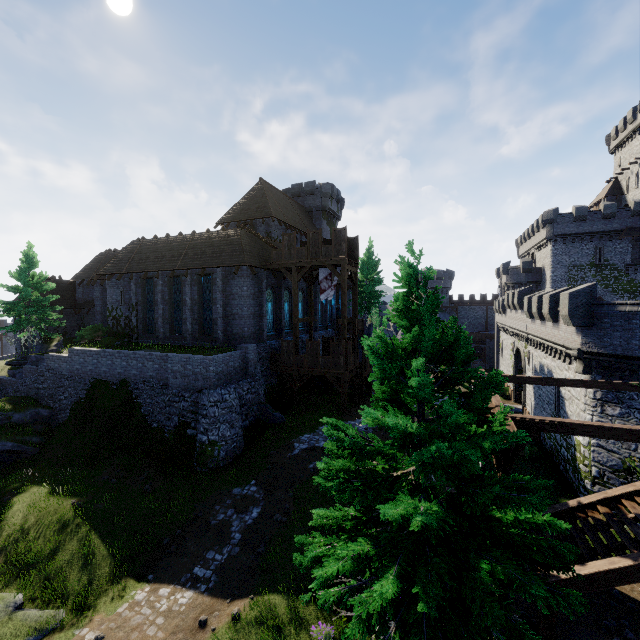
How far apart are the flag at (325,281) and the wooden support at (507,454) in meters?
16.8 m

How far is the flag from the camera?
25.4m

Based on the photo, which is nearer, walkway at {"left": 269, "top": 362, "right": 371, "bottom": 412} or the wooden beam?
the wooden beam

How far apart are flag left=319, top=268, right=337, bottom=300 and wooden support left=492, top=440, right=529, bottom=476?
→ 16.8m

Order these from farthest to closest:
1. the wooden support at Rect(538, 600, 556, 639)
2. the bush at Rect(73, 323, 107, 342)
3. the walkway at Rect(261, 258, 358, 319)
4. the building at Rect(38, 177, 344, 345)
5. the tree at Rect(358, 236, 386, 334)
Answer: the tree at Rect(358, 236, 386, 334), the bush at Rect(73, 323, 107, 342), the building at Rect(38, 177, 344, 345), the walkway at Rect(261, 258, 358, 319), the wooden support at Rect(538, 600, 556, 639)

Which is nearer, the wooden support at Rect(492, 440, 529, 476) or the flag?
the wooden support at Rect(492, 440, 529, 476)

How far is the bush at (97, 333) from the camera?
30.0m

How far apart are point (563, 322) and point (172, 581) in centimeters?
2250cm
